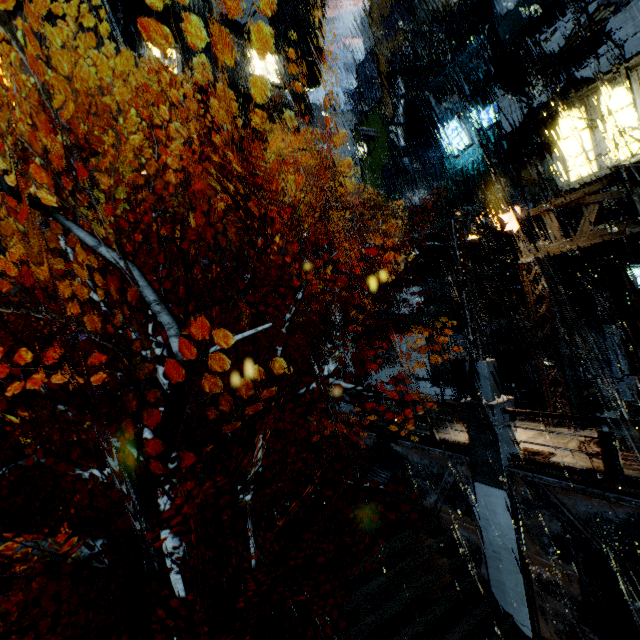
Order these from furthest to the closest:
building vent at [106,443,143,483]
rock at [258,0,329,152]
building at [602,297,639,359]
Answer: rock at [258,0,329,152]
building vent at [106,443,143,483]
building at [602,297,639,359]

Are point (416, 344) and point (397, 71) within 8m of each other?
no

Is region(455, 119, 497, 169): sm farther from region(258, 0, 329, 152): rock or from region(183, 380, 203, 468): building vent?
region(258, 0, 329, 152): rock

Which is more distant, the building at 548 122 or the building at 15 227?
the building at 15 227

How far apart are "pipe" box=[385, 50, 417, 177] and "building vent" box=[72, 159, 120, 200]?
21.4 meters

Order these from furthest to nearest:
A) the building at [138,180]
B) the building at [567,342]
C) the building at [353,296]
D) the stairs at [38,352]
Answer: the building at [353,296]
the building at [138,180]
the stairs at [38,352]
the building at [567,342]

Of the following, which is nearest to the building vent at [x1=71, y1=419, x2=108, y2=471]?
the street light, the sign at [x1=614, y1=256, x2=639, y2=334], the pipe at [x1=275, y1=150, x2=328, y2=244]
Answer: the pipe at [x1=275, y1=150, x2=328, y2=244]

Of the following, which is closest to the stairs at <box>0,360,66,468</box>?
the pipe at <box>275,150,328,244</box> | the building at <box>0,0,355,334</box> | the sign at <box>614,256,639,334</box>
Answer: the building at <box>0,0,355,334</box>
